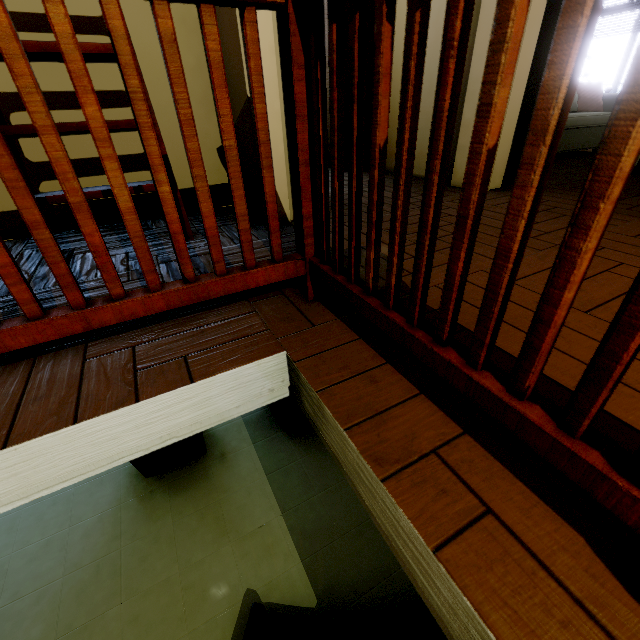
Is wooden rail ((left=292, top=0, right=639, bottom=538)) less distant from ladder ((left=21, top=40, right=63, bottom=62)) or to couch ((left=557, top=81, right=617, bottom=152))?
ladder ((left=21, top=40, right=63, bottom=62))

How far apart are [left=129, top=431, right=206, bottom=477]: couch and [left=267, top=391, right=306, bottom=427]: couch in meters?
0.9

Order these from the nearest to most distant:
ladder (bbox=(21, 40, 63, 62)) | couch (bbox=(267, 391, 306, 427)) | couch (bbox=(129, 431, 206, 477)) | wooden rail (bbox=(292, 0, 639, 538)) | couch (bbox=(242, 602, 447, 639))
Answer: wooden rail (bbox=(292, 0, 639, 538))
ladder (bbox=(21, 40, 63, 62))
couch (bbox=(242, 602, 447, 639))
couch (bbox=(129, 431, 206, 477))
couch (bbox=(267, 391, 306, 427))

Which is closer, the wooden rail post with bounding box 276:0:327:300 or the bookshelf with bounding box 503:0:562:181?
the wooden rail post with bounding box 276:0:327:300

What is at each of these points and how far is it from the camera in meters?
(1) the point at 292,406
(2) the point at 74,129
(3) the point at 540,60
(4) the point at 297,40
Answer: (1) couch, 4.3 m
(2) ladder, 1.5 m
(3) bookshelf, 2.5 m
(4) wooden rail post, 0.9 m

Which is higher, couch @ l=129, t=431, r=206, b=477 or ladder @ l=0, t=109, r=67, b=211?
ladder @ l=0, t=109, r=67, b=211

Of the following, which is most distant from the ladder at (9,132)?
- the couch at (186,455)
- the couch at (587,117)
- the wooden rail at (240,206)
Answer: the couch at (587,117)

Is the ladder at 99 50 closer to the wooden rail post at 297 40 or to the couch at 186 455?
the wooden rail post at 297 40
